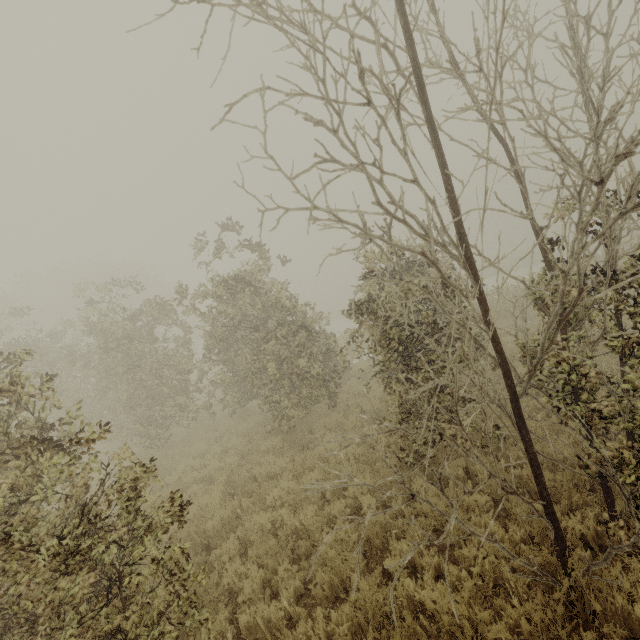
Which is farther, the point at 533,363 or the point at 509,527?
the point at 509,527
